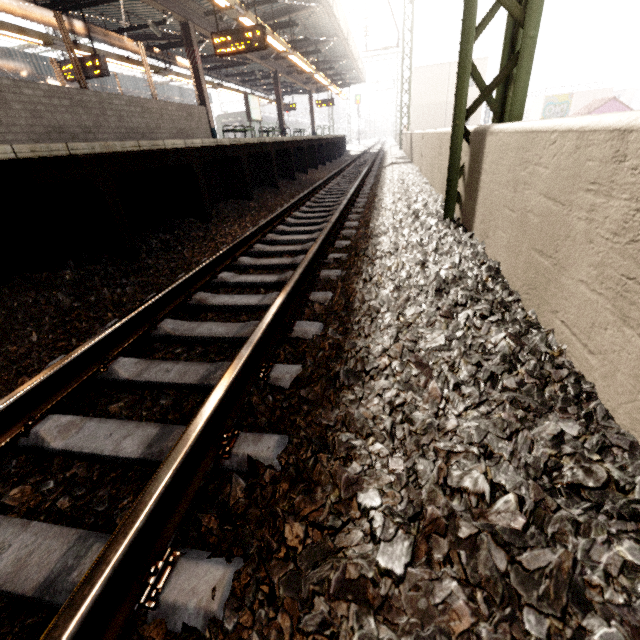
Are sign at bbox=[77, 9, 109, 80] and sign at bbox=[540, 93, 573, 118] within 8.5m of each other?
no

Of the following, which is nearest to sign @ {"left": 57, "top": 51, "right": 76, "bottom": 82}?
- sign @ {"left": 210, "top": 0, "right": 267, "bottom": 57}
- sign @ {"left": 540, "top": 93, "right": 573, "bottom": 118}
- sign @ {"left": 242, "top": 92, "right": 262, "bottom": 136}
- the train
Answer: sign @ {"left": 210, "top": 0, "right": 267, "bottom": 57}

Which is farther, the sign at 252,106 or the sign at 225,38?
the sign at 252,106

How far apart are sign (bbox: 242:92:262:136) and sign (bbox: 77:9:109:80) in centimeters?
641cm

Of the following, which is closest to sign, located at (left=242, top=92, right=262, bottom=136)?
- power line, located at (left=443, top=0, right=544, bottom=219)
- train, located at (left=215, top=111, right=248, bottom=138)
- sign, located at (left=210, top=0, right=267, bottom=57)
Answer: sign, located at (left=210, top=0, right=267, bottom=57)

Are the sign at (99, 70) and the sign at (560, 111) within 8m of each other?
no

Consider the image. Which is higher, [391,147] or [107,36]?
[107,36]
